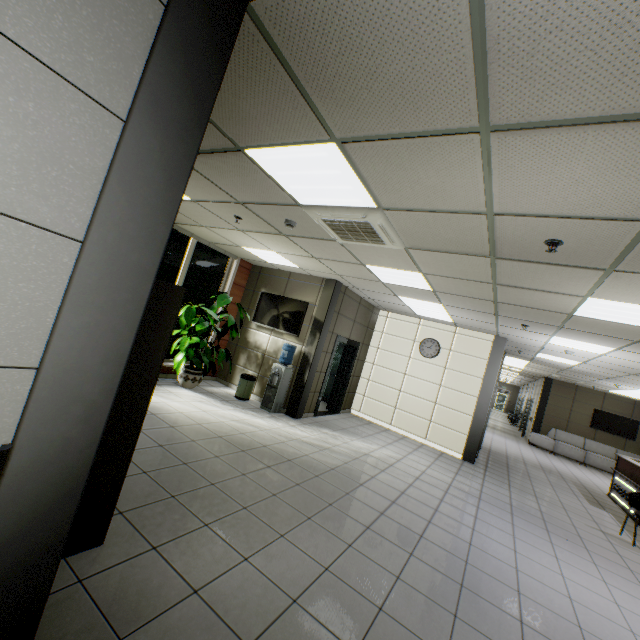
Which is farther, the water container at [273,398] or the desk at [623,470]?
the desk at [623,470]

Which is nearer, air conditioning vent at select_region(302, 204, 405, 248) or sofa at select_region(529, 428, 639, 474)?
air conditioning vent at select_region(302, 204, 405, 248)

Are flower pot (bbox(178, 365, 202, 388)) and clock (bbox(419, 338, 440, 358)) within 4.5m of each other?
no

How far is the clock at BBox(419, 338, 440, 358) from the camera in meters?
8.9

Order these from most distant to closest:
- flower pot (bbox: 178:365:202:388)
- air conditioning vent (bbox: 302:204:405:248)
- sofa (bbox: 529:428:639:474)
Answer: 1. sofa (bbox: 529:428:639:474)
2. flower pot (bbox: 178:365:202:388)
3. air conditioning vent (bbox: 302:204:405:248)

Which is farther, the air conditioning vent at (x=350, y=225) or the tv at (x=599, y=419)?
the tv at (x=599, y=419)

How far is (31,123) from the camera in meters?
1.0

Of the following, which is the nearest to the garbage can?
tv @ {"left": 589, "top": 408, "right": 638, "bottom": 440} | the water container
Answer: the water container
